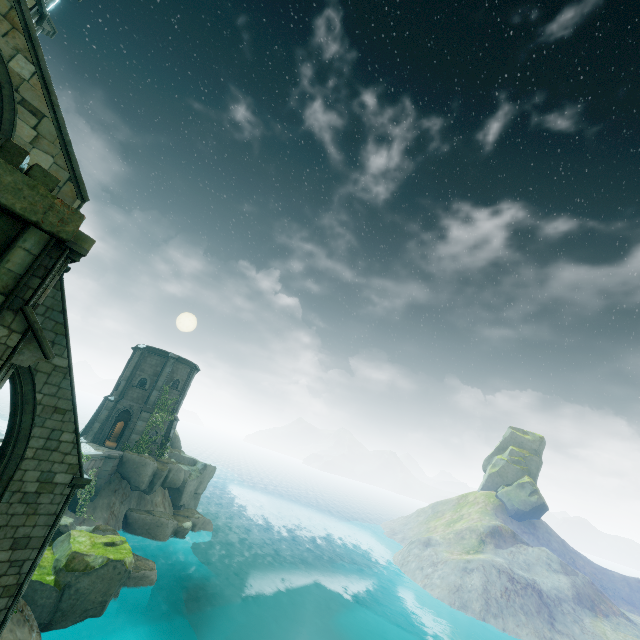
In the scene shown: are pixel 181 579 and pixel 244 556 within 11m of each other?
no

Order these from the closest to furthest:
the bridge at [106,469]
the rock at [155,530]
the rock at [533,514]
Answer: the bridge at [106,469] < the rock at [155,530] < the rock at [533,514]

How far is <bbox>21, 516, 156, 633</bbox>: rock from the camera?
13.0m

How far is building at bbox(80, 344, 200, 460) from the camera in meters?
29.7 m

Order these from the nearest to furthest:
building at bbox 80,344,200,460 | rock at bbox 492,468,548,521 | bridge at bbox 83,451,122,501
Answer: bridge at bbox 83,451,122,501 < building at bbox 80,344,200,460 < rock at bbox 492,468,548,521

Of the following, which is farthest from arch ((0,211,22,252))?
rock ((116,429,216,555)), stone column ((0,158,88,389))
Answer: rock ((116,429,216,555))

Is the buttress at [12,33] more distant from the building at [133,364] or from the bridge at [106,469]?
the building at [133,364]

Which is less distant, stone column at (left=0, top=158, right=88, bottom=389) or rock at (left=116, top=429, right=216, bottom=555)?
stone column at (left=0, top=158, right=88, bottom=389)
